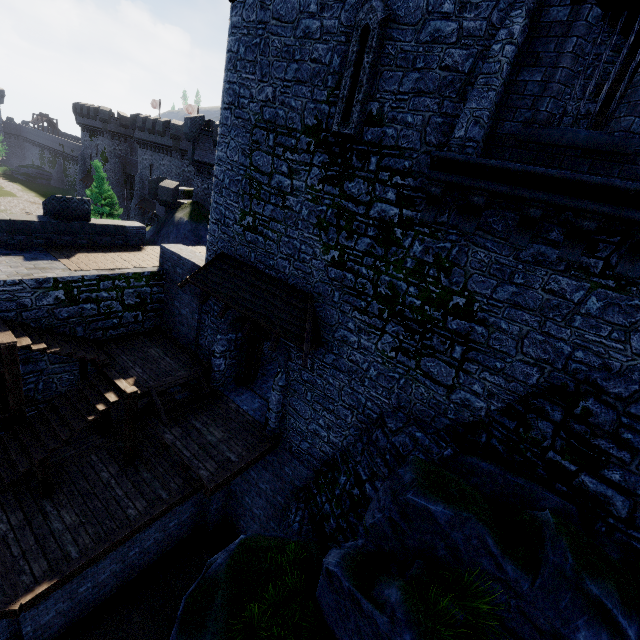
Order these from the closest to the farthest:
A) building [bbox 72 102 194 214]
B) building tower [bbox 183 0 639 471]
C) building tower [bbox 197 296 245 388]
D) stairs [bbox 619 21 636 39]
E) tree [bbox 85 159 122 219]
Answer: building tower [bbox 183 0 639 471]
stairs [bbox 619 21 636 39]
building tower [bbox 197 296 245 388]
tree [bbox 85 159 122 219]
building [bbox 72 102 194 214]

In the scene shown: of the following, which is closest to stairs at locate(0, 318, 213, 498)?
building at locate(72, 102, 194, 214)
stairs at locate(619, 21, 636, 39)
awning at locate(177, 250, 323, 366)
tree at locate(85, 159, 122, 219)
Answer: awning at locate(177, 250, 323, 366)

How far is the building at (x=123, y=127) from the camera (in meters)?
42.12

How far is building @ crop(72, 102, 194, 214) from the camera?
42.1 meters

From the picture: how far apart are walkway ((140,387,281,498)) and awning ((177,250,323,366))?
3.6m

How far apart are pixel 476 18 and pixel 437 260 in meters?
4.6

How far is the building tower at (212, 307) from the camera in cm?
1227

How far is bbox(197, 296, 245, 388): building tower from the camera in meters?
12.3
